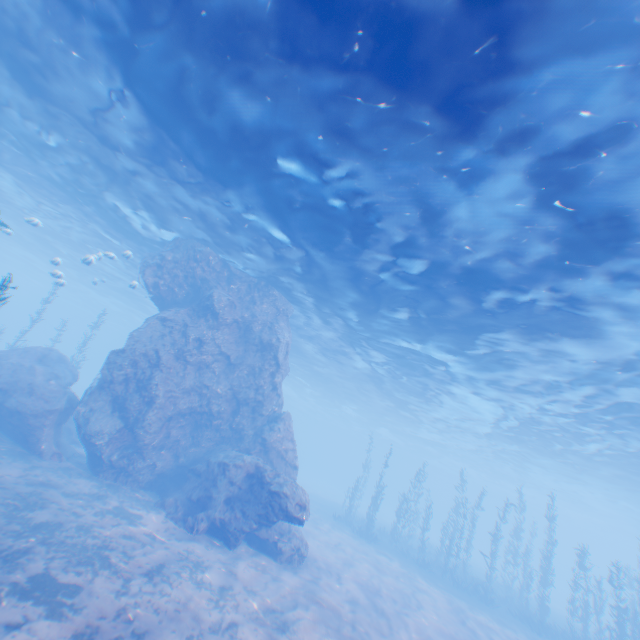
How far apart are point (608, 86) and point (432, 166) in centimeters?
378cm

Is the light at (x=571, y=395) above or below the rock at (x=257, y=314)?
above

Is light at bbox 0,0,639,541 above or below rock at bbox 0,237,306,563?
above

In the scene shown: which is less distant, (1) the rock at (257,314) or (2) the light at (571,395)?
(2) the light at (571,395)

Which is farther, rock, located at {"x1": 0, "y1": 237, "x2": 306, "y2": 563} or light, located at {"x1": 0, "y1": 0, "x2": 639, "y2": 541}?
rock, located at {"x1": 0, "y1": 237, "x2": 306, "y2": 563}
